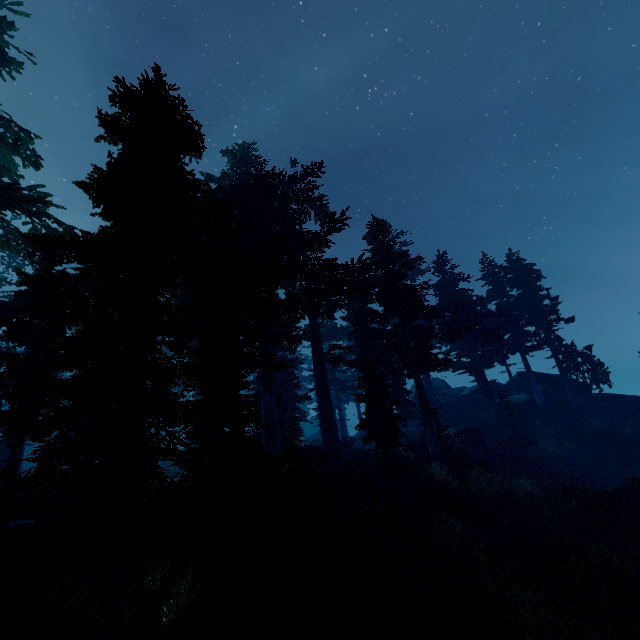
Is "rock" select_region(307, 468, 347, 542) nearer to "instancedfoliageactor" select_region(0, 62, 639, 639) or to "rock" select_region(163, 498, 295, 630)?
"instancedfoliageactor" select_region(0, 62, 639, 639)

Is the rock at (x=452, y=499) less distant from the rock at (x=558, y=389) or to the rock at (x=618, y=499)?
the rock at (x=618, y=499)

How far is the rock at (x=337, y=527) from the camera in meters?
11.9 m

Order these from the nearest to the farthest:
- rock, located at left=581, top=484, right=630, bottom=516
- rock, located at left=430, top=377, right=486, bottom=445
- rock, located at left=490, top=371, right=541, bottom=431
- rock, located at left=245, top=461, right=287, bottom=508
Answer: rock, located at left=245, top=461, right=287, bottom=508 → rock, located at left=581, top=484, right=630, bottom=516 → rock, located at left=430, top=377, right=486, bottom=445 → rock, located at left=490, top=371, right=541, bottom=431

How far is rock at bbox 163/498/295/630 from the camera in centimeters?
728cm

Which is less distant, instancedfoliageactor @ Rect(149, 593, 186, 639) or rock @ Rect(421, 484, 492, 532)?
instancedfoliageactor @ Rect(149, 593, 186, 639)

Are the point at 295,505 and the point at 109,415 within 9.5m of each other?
yes

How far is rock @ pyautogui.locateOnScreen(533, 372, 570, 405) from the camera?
30.7m
